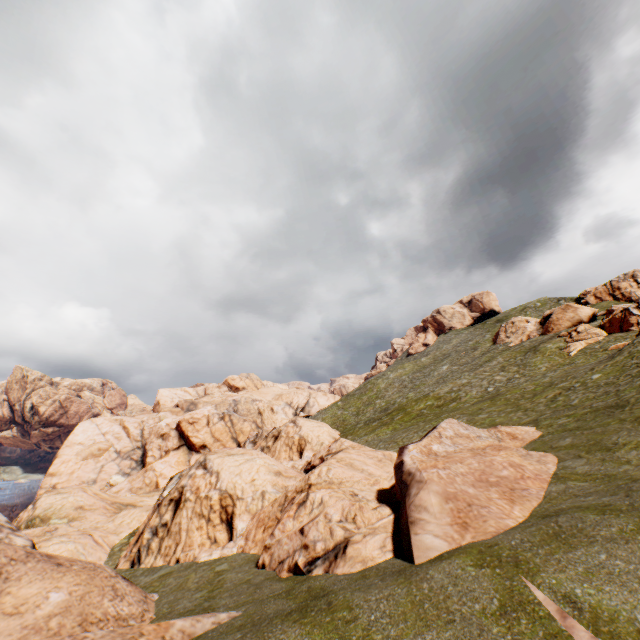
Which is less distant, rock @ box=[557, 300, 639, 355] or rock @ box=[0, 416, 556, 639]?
rock @ box=[0, 416, 556, 639]

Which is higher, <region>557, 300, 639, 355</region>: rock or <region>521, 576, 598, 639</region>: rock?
<region>557, 300, 639, 355</region>: rock

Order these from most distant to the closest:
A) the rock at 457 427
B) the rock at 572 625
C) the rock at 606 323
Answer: the rock at 606 323, the rock at 457 427, the rock at 572 625

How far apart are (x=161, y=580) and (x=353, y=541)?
11.88m

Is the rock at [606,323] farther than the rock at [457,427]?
Yes

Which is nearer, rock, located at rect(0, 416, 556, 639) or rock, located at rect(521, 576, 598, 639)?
rock, located at rect(521, 576, 598, 639)

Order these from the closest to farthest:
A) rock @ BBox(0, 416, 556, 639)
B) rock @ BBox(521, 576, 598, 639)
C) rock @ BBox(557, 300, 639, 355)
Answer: rock @ BBox(521, 576, 598, 639) < rock @ BBox(0, 416, 556, 639) < rock @ BBox(557, 300, 639, 355)
